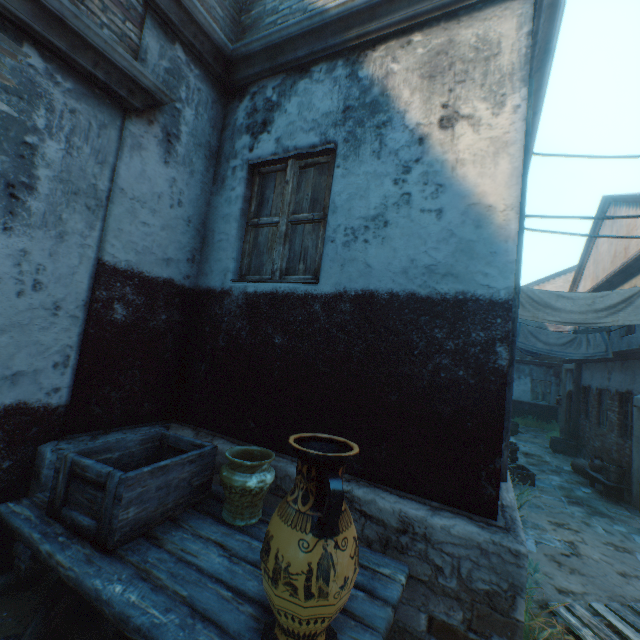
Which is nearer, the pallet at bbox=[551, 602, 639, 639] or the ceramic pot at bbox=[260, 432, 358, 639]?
the ceramic pot at bbox=[260, 432, 358, 639]

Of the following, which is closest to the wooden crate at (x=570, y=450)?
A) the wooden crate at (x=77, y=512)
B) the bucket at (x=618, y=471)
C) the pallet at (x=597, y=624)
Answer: the bucket at (x=618, y=471)

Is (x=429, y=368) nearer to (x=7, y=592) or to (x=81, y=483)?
(x=81, y=483)

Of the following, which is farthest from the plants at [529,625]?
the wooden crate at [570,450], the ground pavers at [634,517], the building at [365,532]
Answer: the wooden crate at [570,450]

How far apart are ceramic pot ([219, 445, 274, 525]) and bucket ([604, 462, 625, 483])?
10.6 meters

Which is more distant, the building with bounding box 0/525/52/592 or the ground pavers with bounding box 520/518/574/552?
the ground pavers with bounding box 520/518/574/552

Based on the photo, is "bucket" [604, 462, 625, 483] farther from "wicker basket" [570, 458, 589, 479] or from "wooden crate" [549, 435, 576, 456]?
"wooden crate" [549, 435, 576, 456]

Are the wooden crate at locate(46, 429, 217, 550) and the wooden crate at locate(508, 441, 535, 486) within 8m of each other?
no
